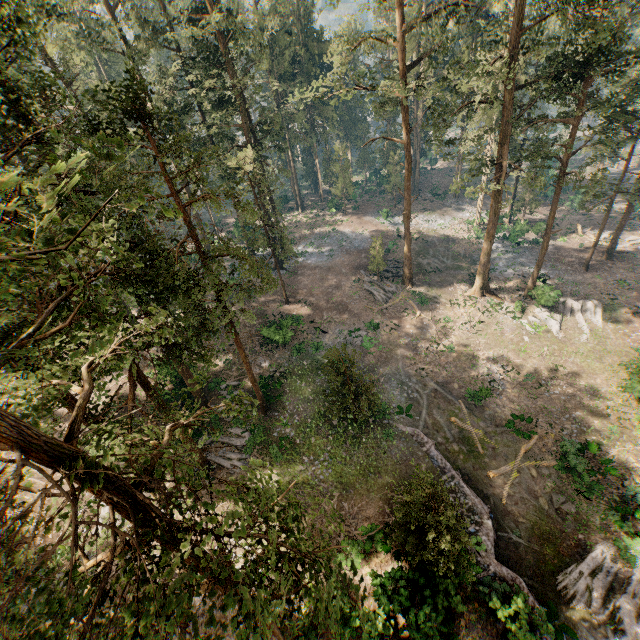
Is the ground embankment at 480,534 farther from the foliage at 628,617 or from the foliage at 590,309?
the foliage at 590,309

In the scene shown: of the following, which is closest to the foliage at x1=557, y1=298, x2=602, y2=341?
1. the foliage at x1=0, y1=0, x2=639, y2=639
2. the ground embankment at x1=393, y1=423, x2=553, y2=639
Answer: the foliage at x1=0, y1=0, x2=639, y2=639

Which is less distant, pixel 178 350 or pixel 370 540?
pixel 178 350

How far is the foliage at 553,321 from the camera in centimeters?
3047cm

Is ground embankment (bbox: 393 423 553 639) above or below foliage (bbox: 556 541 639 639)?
above

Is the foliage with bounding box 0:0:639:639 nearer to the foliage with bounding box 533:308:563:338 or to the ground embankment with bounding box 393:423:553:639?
the foliage with bounding box 533:308:563:338

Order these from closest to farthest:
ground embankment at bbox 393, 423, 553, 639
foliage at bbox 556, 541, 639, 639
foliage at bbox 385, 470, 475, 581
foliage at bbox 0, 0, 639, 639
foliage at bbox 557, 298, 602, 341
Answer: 1. foliage at bbox 0, 0, 639, 639
2. foliage at bbox 385, 470, 475, 581
3. ground embankment at bbox 393, 423, 553, 639
4. foliage at bbox 556, 541, 639, 639
5. foliage at bbox 557, 298, 602, 341

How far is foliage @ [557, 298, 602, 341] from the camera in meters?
30.3 m
